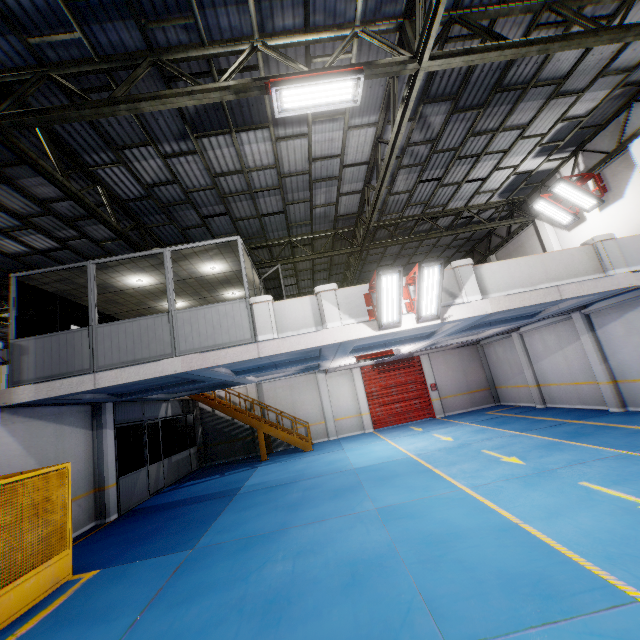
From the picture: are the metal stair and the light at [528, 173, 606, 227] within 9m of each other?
no

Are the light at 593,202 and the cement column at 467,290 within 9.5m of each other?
yes

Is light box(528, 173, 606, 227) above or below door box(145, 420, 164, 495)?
above

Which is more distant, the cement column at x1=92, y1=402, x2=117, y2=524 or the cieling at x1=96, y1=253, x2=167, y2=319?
the cement column at x1=92, y1=402, x2=117, y2=524

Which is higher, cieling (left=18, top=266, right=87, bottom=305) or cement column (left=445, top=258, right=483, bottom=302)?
cieling (left=18, top=266, right=87, bottom=305)

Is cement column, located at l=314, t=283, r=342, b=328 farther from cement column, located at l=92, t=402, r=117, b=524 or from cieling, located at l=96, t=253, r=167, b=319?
cement column, located at l=92, t=402, r=117, b=524

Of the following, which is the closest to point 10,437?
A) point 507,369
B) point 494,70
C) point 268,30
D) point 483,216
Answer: point 268,30

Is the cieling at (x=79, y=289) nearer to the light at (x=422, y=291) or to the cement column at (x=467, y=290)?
the light at (x=422, y=291)
